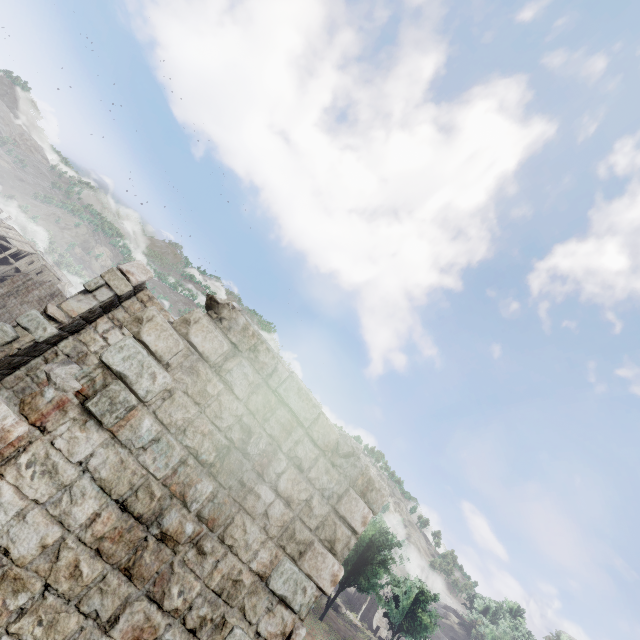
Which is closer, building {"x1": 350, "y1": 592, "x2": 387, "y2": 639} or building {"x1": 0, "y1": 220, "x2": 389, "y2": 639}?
building {"x1": 0, "y1": 220, "x2": 389, "y2": 639}

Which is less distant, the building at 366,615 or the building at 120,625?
the building at 120,625

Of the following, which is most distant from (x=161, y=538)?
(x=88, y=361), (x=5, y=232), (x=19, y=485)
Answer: (x=5, y=232)
